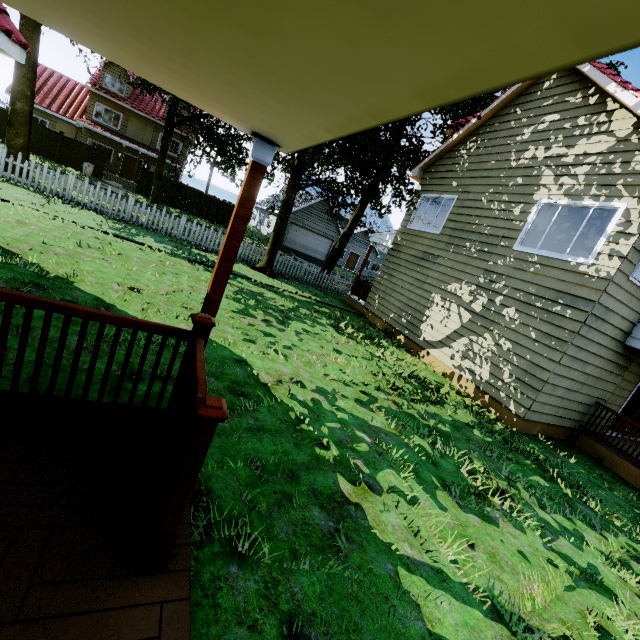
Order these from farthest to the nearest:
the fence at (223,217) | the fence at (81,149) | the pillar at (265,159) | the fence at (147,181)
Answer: the fence at (223,217)
the fence at (147,181)
the fence at (81,149)
the pillar at (265,159)

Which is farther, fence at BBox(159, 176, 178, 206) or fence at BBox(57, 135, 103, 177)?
fence at BBox(159, 176, 178, 206)

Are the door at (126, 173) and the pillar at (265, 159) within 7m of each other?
no

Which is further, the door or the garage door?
the garage door

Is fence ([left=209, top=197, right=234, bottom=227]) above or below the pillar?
below

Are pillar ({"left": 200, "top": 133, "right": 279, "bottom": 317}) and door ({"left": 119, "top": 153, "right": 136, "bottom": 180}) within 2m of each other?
no

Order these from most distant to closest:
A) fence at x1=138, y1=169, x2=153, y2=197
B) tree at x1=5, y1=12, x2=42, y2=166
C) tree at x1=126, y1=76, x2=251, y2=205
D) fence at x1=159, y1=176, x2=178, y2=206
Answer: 1. fence at x1=159, y1=176, x2=178, y2=206
2. fence at x1=138, y1=169, x2=153, y2=197
3. tree at x1=126, y1=76, x2=251, y2=205
4. tree at x1=5, y1=12, x2=42, y2=166

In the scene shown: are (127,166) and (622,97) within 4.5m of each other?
no
